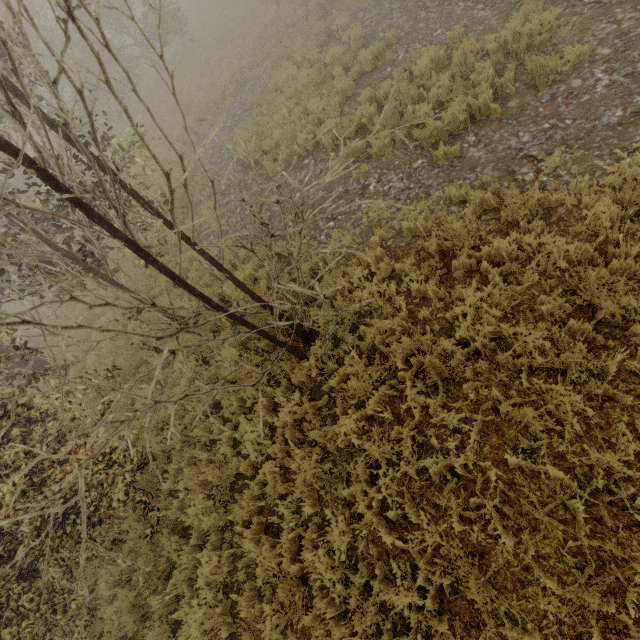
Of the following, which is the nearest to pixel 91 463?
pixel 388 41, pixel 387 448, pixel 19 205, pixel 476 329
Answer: pixel 19 205
